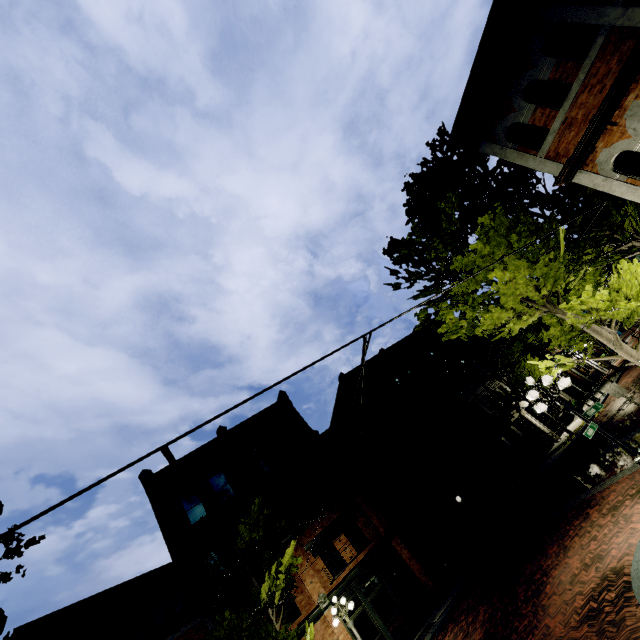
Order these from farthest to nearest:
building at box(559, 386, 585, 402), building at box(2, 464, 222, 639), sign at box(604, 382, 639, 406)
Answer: building at box(559, 386, 585, 402), building at box(2, 464, 222, 639), sign at box(604, 382, 639, 406)

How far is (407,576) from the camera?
17.64m

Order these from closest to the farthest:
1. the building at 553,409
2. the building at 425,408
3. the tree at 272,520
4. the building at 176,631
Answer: the building at 176,631 < the tree at 272,520 < the building at 425,408 < the building at 553,409

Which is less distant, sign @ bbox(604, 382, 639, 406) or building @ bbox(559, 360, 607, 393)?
sign @ bbox(604, 382, 639, 406)

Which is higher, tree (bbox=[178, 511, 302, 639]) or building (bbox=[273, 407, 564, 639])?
tree (bbox=[178, 511, 302, 639])

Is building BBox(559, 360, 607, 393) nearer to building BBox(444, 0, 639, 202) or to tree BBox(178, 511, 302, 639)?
tree BBox(178, 511, 302, 639)

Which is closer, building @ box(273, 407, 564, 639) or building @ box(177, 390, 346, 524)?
building @ box(273, 407, 564, 639)

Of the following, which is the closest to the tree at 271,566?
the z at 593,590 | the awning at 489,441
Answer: the z at 593,590
